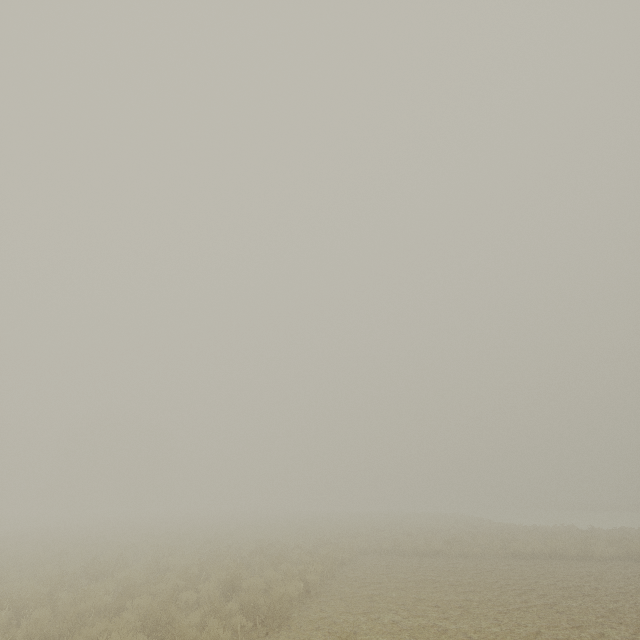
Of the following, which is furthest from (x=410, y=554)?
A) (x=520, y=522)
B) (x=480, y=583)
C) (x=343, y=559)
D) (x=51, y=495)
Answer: (x=51, y=495)
